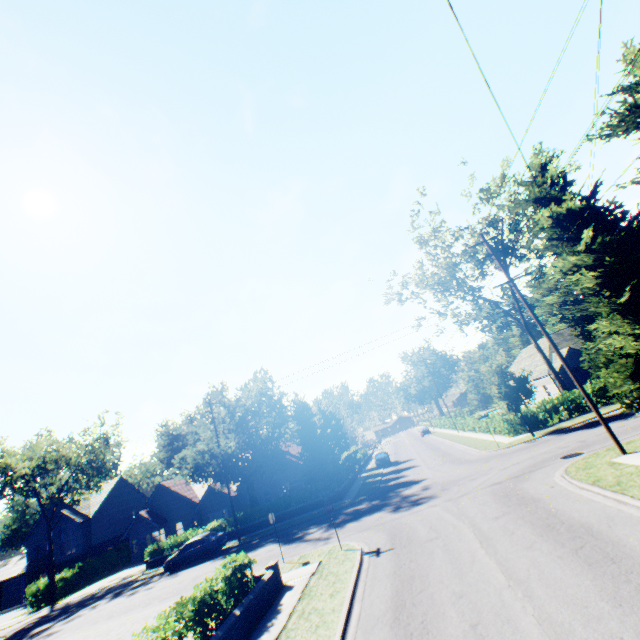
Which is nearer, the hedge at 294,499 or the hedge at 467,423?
the hedge at 294,499

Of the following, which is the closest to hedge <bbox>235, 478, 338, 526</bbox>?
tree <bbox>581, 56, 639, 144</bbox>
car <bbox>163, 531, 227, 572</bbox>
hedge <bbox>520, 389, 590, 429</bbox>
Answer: tree <bbox>581, 56, 639, 144</bbox>

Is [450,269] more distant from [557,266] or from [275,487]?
[275,487]

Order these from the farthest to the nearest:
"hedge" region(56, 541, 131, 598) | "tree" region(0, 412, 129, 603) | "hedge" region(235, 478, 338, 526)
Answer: "hedge" region(56, 541, 131, 598) < "tree" region(0, 412, 129, 603) < "hedge" region(235, 478, 338, 526)

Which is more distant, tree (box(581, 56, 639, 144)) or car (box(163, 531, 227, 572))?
car (box(163, 531, 227, 572))

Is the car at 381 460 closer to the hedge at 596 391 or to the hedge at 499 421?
the hedge at 499 421

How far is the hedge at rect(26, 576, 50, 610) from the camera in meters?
31.1

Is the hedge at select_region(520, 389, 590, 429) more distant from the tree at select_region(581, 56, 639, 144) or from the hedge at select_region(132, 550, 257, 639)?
the hedge at select_region(132, 550, 257, 639)
